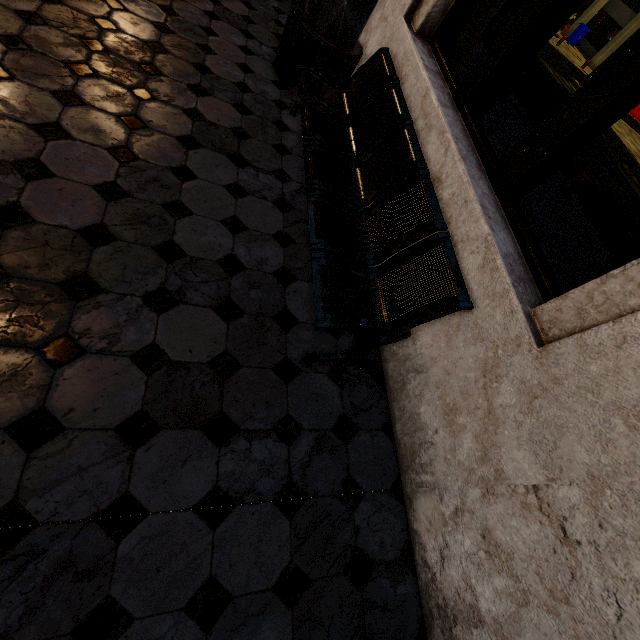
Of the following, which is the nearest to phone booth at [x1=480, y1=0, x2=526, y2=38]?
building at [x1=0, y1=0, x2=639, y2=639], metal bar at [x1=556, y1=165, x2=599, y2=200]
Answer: building at [x1=0, y1=0, x2=639, y2=639]

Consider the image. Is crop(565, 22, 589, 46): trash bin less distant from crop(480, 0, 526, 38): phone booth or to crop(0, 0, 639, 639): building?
crop(0, 0, 639, 639): building

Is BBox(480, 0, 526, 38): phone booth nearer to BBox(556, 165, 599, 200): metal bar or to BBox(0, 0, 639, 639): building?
BBox(0, 0, 639, 639): building

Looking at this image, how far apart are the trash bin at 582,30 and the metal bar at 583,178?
34.02m

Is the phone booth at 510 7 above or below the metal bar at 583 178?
above

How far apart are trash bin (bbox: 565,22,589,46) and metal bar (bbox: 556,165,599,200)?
34.0m

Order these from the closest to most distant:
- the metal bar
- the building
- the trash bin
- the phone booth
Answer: the building
the phone booth
the metal bar
the trash bin

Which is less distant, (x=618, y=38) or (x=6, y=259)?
(x=6, y=259)
